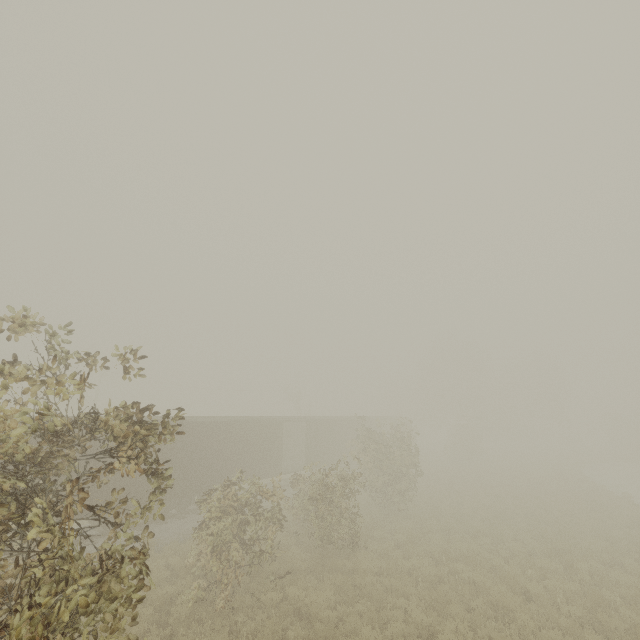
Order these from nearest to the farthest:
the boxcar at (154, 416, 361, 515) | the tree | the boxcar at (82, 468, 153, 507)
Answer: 1. the tree
2. the boxcar at (82, 468, 153, 507)
3. the boxcar at (154, 416, 361, 515)

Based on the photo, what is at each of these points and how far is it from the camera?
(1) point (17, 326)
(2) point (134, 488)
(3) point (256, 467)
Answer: (1) tree, 4.80m
(2) boxcar, 14.50m
(3) boxcar, 20.61m

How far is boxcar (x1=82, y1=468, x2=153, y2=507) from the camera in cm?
1319

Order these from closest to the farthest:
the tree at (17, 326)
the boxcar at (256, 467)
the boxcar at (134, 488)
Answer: the tree at (17, 326)
the boxcar at (134, 488)
the boxcar at (256, 467)

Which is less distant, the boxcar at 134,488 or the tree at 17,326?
the tree at 17,326

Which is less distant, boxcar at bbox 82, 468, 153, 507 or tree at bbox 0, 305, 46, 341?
tree at bbox 0, 305, 46, 341

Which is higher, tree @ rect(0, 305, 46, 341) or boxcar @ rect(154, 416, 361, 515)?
tree @ rect(0, 305, 46, 341)
